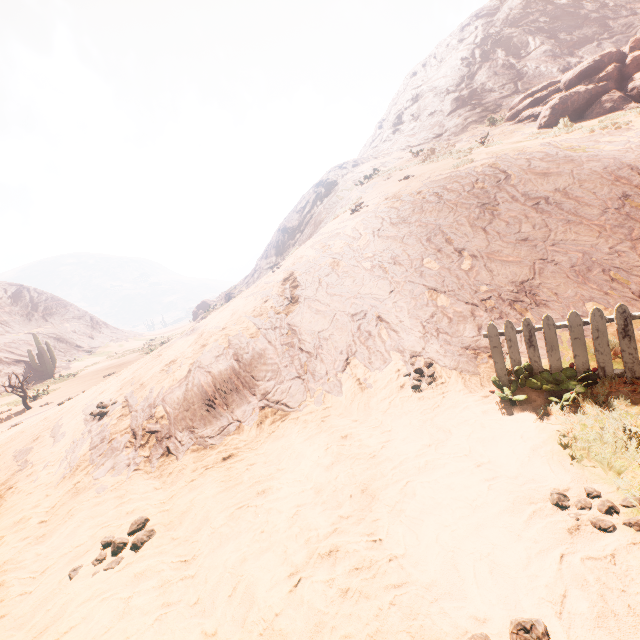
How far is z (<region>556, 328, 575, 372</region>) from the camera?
4.29m

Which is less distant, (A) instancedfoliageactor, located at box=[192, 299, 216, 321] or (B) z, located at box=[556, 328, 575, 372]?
(B) z, located at box=[556, 328, 575, 372]

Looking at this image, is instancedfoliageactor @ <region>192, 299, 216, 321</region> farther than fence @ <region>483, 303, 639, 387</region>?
Yes

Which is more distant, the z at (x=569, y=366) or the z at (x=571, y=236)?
the z at (x=569, y=366)

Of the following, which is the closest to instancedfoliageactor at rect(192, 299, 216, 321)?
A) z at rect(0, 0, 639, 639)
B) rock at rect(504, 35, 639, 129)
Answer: z at rect(0, 0, 639, 639)

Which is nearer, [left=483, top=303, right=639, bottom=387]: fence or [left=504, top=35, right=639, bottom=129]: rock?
[left=483, top=303, right=639, bottom=387]: fence

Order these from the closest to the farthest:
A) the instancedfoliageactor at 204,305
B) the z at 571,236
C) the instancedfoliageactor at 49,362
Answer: the z at 571,236 → the instancedfoliageactor at 49,362 → the instancedfoliageactor at 204,305

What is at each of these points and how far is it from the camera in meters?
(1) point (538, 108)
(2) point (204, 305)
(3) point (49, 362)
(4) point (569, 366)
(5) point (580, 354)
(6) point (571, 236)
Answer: (1) rock, 15.5 m
(2) instancedfoliageactor, 50.6 m
(3) instancedfoliageactor, 27.1 m
(4) z, 4.3 m
(5) fence, 4.2 m
(6) z, 6.8 m
